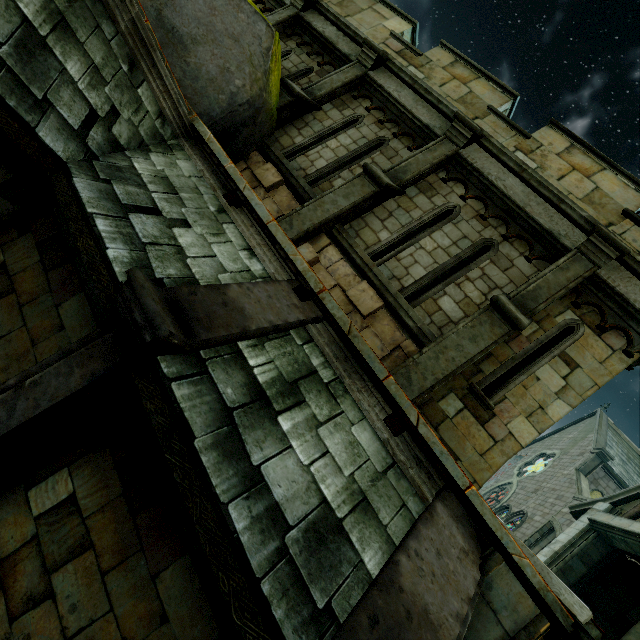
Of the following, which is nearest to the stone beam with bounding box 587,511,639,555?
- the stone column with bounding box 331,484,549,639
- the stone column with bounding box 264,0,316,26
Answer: the stone column with bounding box 331,484,549,639

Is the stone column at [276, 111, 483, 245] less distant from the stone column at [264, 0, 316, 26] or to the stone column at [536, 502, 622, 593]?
the stone column at [264, 0, 316, 26]

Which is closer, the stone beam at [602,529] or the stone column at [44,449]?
the stone column at [44,449]

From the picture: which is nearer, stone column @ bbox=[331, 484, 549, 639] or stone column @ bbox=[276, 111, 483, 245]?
stone column @ bbox=[331, 484, 549, 639]

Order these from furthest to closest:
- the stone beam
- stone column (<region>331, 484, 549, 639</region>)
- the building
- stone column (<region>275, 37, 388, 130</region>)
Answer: the building < the stone beam < stone column (<region>275, 37, 388, 130</region>) < stone column (<region>331, 484, 549, 639</region>)

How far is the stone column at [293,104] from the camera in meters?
7.3

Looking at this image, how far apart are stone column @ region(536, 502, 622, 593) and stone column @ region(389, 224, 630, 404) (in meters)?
7.91

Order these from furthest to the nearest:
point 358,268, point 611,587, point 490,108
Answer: point 611,587 → point 490,108 → point 358,268
